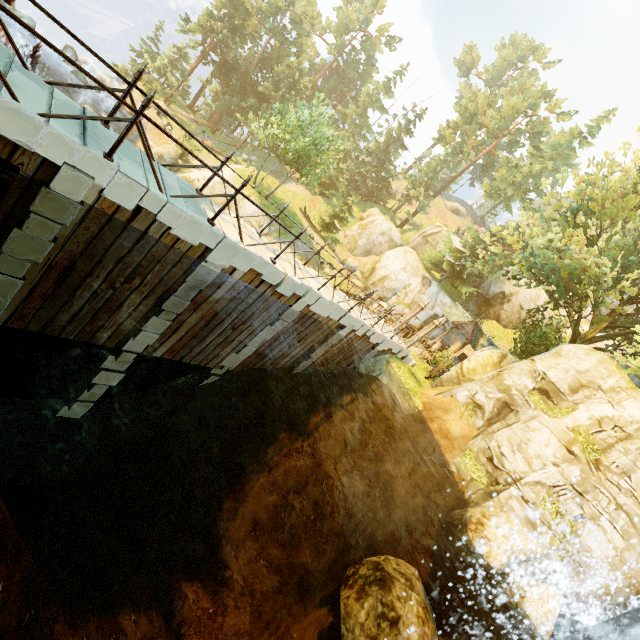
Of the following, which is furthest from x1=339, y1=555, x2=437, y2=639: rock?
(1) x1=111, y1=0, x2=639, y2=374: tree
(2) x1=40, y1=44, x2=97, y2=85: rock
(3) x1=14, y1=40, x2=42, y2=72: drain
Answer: (2) x1=40, y1=44, x2=97, y2=85: rock

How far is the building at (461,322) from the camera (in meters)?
25.23

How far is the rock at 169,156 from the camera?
28.6 meters

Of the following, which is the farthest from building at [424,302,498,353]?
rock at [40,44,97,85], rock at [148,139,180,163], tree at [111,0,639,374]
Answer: rock at [40,44,97,85]

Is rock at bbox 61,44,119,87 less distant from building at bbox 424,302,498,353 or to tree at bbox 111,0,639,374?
tree at bbox 111,0,639,374

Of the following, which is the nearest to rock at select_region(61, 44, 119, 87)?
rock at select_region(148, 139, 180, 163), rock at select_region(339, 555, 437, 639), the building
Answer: rock at select_region(148, 139, 180, 163)

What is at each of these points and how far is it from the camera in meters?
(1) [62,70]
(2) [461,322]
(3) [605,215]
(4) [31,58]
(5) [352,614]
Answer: (1) rock, 30.0
(2) building, 25.7
(3) tree, 17.7
(4) drain, 9.7
(5) rock, 10.5

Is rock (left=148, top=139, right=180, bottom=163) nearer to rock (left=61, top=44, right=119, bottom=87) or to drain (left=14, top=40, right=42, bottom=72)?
rock (left=61, top=44, right=119, bottom=87)
